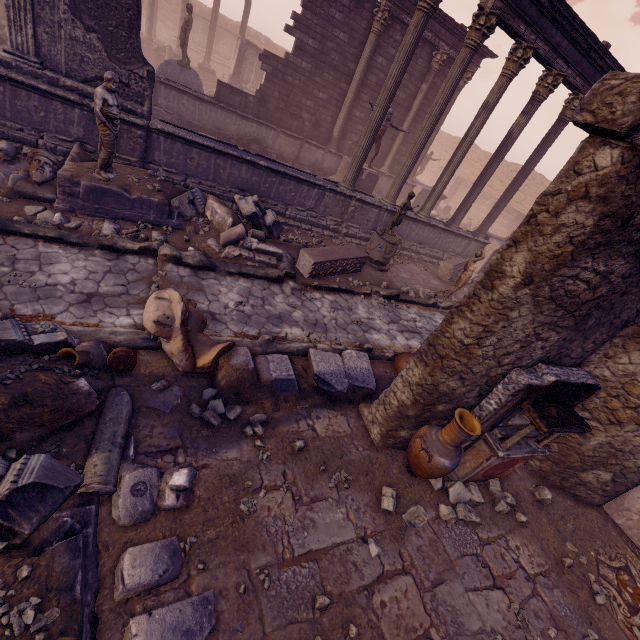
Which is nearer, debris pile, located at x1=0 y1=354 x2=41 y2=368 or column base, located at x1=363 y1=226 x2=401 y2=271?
debris pile, located at x1=0 y1=354 x2=41 y2=368

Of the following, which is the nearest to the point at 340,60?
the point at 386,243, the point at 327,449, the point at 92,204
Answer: the point at 386,243

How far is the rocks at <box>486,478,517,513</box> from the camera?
4.9 meters

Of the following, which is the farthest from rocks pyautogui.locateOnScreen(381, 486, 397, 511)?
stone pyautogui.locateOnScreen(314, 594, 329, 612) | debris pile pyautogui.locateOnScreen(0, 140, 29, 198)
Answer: debris pile pyautogui.locateOnScreen(0, 140, 29, 198)

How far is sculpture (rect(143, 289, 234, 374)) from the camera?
4.32m

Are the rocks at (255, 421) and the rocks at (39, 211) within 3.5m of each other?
no

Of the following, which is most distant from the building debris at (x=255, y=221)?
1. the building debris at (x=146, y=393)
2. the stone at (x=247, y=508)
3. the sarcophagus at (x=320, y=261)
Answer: Result: the stone at (x=247, y=508)

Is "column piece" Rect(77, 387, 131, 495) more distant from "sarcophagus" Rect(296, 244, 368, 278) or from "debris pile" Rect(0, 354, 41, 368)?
"sarcophagus" Rect(296, 244, 368, 278)
